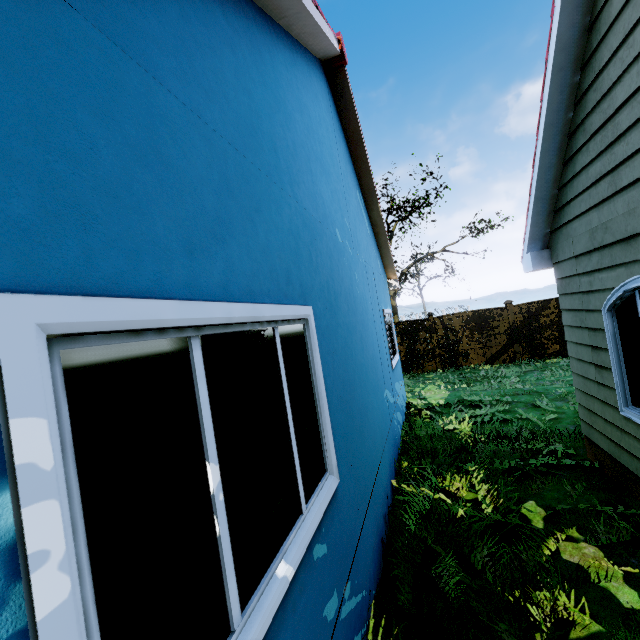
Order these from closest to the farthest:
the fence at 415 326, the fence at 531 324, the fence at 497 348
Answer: the fence at 531 324 < the fence at 497 348 < the fence at 415 326

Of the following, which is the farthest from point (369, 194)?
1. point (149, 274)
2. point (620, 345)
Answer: point (149, 274)

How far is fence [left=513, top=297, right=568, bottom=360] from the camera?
12.6 meters

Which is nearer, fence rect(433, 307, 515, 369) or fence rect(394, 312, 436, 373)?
fence rect(433, 307, 515, 369)

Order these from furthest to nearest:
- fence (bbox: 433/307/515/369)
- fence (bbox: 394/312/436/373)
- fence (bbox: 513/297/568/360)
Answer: fence (bbox: 394/312/436/373) → fence (bbox: 433/307/515/369) → fence (bbox: 513/297/568/360)

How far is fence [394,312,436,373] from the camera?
14.1m

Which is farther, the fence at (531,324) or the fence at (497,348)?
the fence at (497,348)

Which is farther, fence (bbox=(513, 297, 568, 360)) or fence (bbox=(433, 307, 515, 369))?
fence (bbox=(433, 307, 515, 369))
